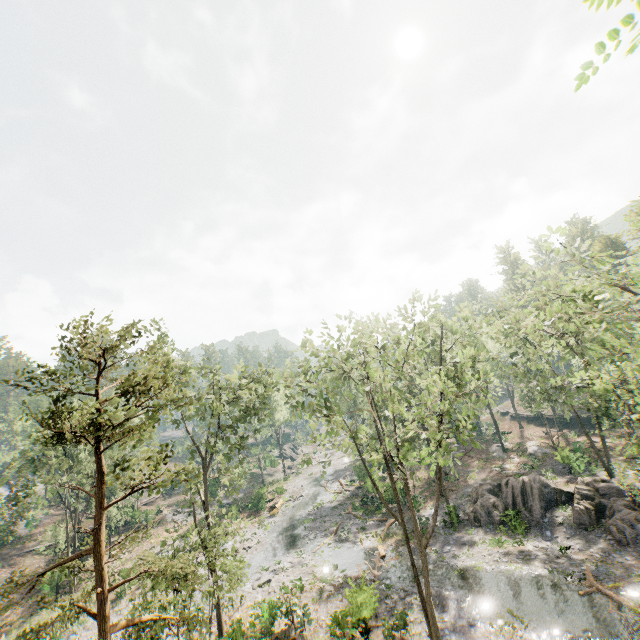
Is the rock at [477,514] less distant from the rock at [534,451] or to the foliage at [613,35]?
the foliage at [613,35]

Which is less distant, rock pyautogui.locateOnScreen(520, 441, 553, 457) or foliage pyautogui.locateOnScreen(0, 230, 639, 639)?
foliage pyautogui.locateOnScreen(0, 230, 639, 639)

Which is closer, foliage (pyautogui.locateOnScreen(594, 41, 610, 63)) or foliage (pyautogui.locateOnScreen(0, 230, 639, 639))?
foliage (pyautogui.locateOnScreen(594, 41, 610, 63))

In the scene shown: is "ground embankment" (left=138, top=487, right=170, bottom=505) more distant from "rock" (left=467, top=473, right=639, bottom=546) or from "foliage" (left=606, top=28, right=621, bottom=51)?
"rock" (left=467, top=473, right=639, bottom=546)

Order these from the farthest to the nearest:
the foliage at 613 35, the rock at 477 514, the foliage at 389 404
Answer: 1. the rock at 477 514
2. the foliage at 389 404
3. the foliage at 613 35

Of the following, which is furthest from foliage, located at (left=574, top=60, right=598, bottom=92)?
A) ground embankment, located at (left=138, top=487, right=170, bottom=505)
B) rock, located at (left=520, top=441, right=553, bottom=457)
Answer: rock, located at (left=520, top=441, right=553, bottom=457)

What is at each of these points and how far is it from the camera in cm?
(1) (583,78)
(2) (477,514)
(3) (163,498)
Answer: (1) foliage, 269
(2) rock, 2912
(3) ground embankment, 5572
